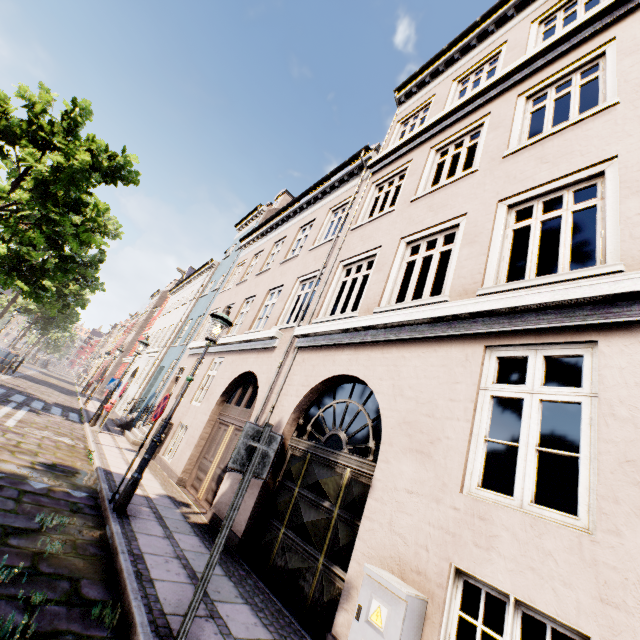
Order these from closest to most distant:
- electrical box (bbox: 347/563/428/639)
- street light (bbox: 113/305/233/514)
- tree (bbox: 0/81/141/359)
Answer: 1. electrical box (bbox: 347/563/428/639)
2. street light (bbox: 113/305/233/514)
3. tree (bbox: 0/81/141/359)

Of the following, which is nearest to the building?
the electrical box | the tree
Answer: the tree

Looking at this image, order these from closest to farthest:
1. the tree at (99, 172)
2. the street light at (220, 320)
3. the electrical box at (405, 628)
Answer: the electrical box at (405, 628) → the street light at (220, 320) → the tree at (99, 172)

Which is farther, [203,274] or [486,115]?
[203,274]

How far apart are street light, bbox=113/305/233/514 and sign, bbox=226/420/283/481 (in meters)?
3.14

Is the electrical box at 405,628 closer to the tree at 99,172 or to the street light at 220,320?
the street light at 220,320

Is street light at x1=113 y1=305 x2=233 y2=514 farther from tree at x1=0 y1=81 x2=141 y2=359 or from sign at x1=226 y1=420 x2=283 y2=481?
tree at x1=0 y1=81 x2=141 y2=359

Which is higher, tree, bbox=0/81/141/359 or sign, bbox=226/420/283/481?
tree, bbox=0/81/141/359
